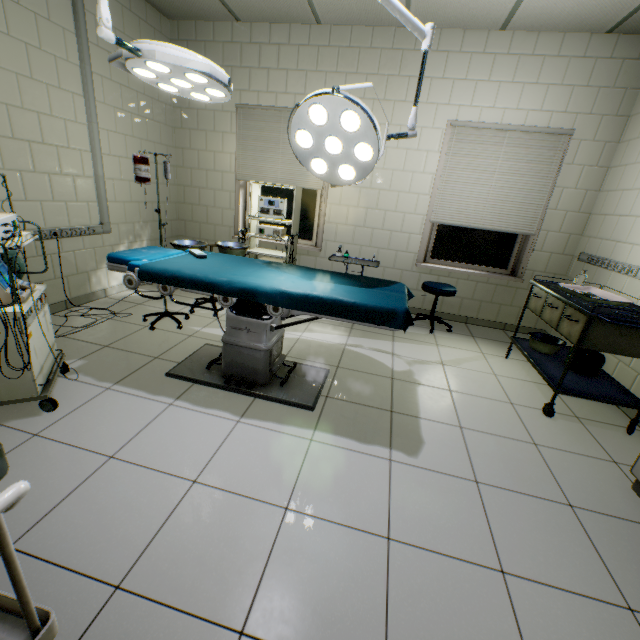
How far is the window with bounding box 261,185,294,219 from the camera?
4.6 meters

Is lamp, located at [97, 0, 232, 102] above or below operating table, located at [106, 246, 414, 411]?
above

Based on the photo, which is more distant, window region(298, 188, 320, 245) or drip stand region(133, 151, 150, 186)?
window region(298, 188, 320, 245)

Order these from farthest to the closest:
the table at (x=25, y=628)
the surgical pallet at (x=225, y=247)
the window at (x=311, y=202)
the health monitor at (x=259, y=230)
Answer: the window at (x=311, y=202) → the health monitor at (x=259, y=230) → the surgical pallet at (x=225, y=247) → the table at (x=25, y=628)

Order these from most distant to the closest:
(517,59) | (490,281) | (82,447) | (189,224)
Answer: (189,224) < (490,281) < (517,59) < (82,447)

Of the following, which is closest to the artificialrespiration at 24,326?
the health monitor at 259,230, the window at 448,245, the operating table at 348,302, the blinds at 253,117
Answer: the operating table at 348,302

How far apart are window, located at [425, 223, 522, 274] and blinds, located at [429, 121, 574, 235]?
0.2 meters
